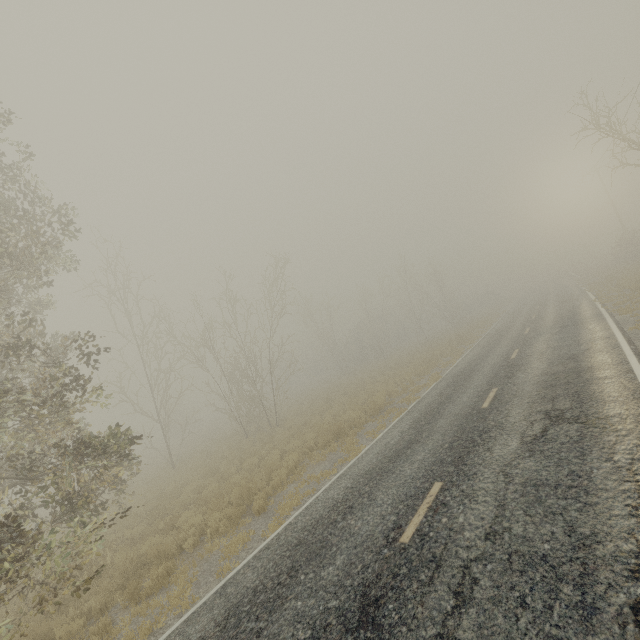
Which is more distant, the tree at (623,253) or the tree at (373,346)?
the tree at (623,253)

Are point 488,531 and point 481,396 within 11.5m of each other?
yes

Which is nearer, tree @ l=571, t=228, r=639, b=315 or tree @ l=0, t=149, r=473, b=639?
tree @ l=0, t=149, r=473, b=639
